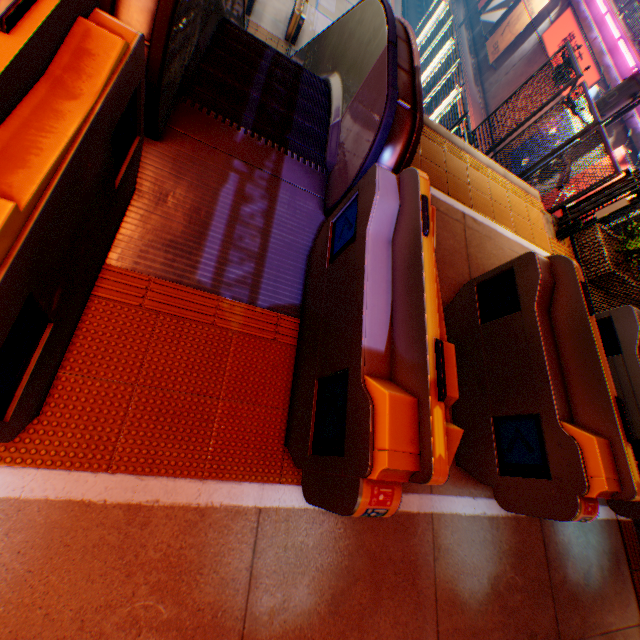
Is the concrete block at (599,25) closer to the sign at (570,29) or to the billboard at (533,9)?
the sign at (570,29)

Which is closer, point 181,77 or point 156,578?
point 156,578

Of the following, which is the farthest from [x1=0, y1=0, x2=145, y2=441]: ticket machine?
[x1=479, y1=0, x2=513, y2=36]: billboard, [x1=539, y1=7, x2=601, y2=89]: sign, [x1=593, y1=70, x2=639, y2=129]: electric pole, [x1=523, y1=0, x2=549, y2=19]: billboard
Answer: [x1=479, y1=0, x2=513, y2=36]: billboard

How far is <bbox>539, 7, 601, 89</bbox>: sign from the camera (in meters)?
15.95

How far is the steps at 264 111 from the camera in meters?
3.1

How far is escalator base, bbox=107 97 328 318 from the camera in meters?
2.4 m

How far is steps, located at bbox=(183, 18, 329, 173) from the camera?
3.11m

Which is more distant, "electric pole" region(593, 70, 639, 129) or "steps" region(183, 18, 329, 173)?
"electric pole" region(593, 70, 639, 129)
